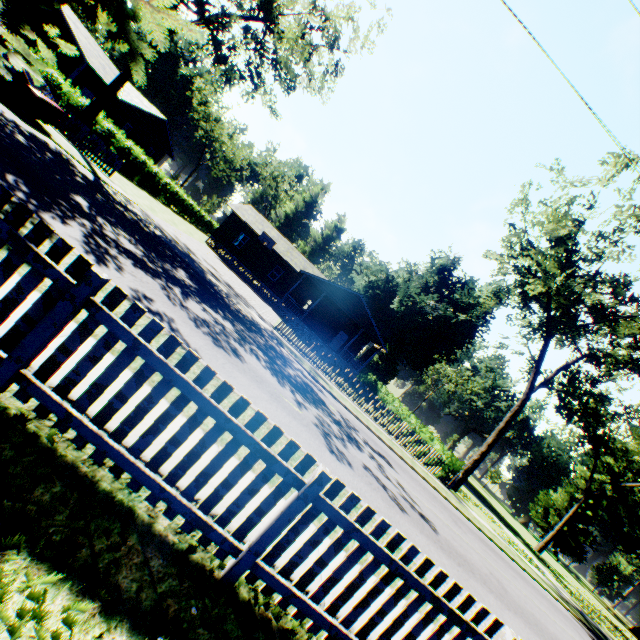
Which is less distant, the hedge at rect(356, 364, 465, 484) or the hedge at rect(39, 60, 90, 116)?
the hedge at rect(39, 60, 90, 116)

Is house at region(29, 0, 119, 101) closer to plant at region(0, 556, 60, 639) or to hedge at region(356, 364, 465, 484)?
plant at region(0, 556, 60, 639)

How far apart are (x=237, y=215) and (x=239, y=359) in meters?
27.3

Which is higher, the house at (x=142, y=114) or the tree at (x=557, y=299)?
the tree at (x=557, y=299)

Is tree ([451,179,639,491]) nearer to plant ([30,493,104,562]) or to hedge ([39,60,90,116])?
plant ([30,493,104,562])

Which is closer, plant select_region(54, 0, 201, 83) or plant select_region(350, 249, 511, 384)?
plant select_region(54, 0, 201, 83)

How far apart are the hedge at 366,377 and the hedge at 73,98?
30.58m

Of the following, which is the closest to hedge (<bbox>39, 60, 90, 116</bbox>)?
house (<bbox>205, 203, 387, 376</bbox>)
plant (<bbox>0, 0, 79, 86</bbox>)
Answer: house (<bbox>205, 203, 387, 376</bbox>)
